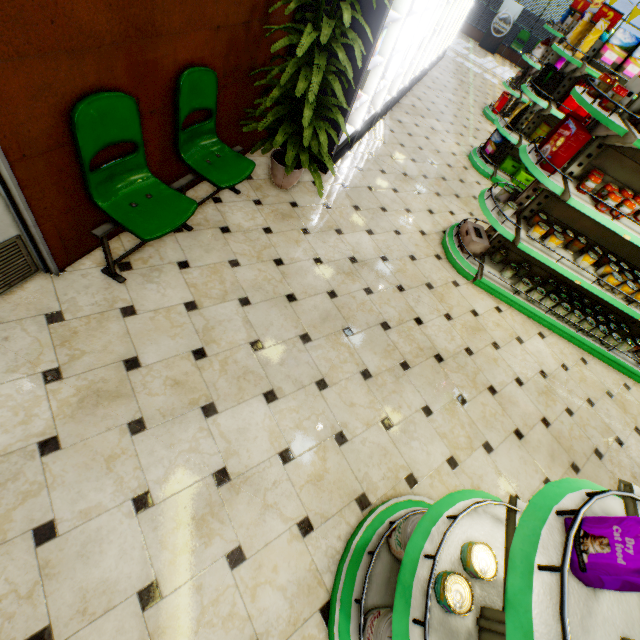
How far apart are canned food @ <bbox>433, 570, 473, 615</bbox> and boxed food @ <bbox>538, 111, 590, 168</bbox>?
3.5 meters

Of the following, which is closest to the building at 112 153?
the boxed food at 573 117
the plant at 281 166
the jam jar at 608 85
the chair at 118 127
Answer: the chair at 118 127

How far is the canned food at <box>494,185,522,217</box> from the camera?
3.6 meters

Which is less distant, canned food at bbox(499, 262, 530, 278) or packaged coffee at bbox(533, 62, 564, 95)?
canned food at bbox(499, 262, 530, 278)

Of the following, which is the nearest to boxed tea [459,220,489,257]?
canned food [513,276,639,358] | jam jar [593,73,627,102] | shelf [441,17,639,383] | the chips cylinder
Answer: shelf [441,17,639,383]

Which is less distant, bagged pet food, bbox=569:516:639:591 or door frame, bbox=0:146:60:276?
bagged pet food, bbox=569:516:639:591

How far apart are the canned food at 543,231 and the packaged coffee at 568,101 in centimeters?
297cm

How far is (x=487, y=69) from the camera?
12.23m
